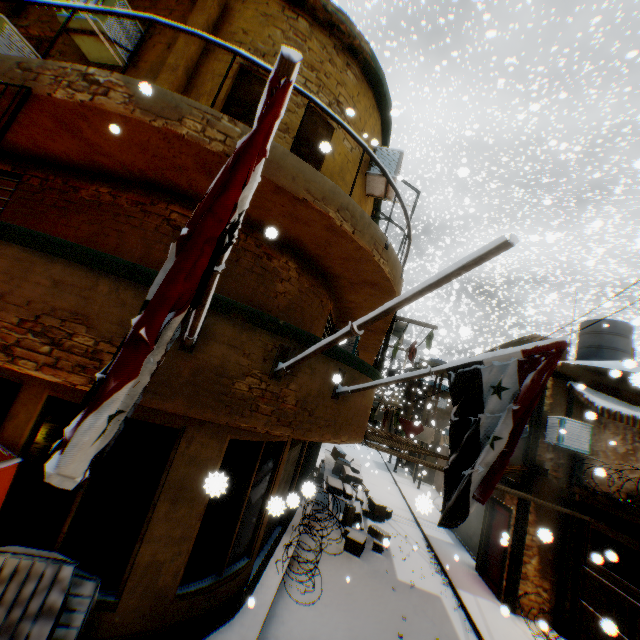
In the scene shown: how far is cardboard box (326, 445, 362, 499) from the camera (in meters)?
13.38

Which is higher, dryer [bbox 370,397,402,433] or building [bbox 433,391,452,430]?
building [bbox 433,391,452,430]

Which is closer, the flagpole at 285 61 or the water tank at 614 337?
the flagpole at 285 61

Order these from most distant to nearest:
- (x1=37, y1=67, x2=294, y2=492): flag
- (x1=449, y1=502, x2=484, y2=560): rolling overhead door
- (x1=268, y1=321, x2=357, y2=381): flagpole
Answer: (x1=449, y1=502, x2=484, y2=560): rolling overhead door < (x1=268, y1=321, x2=357, y2=381): flagpole < (x1=37, y1=67, x2=294, y2=492): flag

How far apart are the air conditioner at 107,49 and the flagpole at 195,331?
4.61m

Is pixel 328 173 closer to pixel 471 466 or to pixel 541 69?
pixel 471 466

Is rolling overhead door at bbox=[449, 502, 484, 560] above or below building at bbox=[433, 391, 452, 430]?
below

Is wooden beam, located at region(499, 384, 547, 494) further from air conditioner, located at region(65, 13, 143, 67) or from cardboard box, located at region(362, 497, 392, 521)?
air conditioner, located at region(65, 13, 143, 67)
